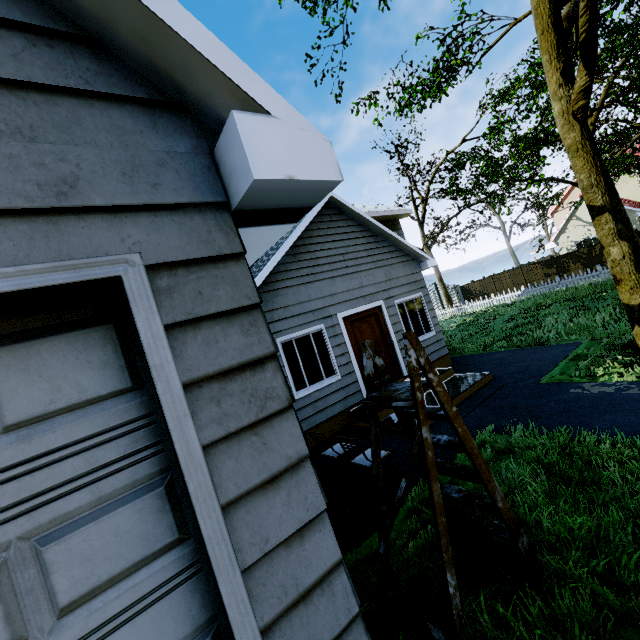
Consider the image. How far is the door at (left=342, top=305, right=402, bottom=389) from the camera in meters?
8.3 m

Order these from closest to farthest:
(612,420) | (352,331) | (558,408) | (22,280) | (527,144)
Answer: (22,280) → (612,420) → (558,408) → (352,331) → (527,144)

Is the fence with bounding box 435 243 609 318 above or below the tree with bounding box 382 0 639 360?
below

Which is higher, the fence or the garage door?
the garage door

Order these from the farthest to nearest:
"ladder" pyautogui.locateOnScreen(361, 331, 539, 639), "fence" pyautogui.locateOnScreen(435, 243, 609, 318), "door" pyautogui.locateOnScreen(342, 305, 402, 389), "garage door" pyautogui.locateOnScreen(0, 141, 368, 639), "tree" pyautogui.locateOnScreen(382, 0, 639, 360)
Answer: "fence" pyautogui.locateOnScreen(435, 243, 609, 318) < "door" pyautogui.locateOnScreen(342, 305, 402, 389) < "tree" pyautogui.locateOnScreen(382, 0, 639, 360) < "ladder" pyautogui.locateOnScreen(361, 331, 539, 639) < "garage door" pyautogui.locateOnScreen(0, 141, 368, 639)

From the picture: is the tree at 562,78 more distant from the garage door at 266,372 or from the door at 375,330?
the door at 375,330

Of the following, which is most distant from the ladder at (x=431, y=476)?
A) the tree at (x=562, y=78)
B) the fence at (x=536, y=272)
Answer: the tree at (x=562, y=78)

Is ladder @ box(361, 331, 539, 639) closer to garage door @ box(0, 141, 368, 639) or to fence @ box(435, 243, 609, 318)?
garage door @ box(0, 141, 368, 639)
